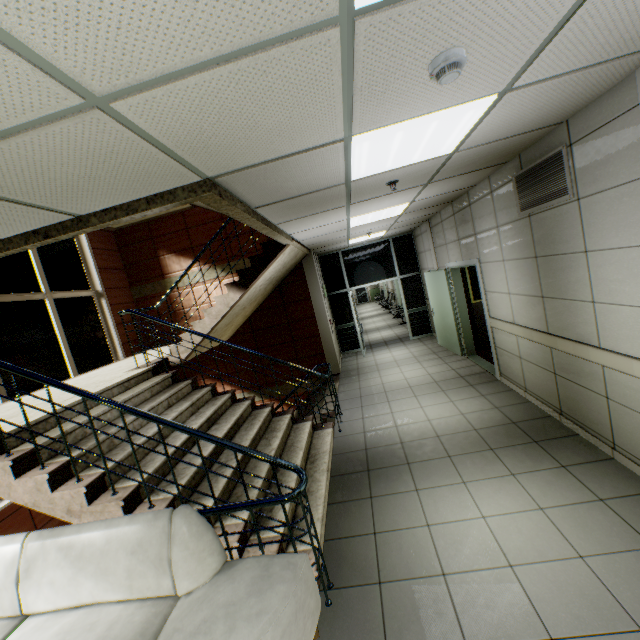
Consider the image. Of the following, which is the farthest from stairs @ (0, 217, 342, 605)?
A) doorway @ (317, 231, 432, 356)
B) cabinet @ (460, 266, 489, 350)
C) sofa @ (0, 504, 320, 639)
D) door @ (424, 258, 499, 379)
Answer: cabinet @ (460, 266, 489, 350)

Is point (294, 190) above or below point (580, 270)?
above

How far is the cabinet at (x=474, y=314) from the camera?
7.3m

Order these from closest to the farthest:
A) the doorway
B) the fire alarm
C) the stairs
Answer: the fire alarm → the stairs → the doorway

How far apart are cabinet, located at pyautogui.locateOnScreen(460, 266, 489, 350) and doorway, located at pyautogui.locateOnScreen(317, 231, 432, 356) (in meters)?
2.56

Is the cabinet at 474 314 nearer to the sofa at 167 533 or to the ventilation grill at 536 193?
the ventilation grill at 536 193

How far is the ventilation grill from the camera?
3.0m

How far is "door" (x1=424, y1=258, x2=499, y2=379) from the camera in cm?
563
